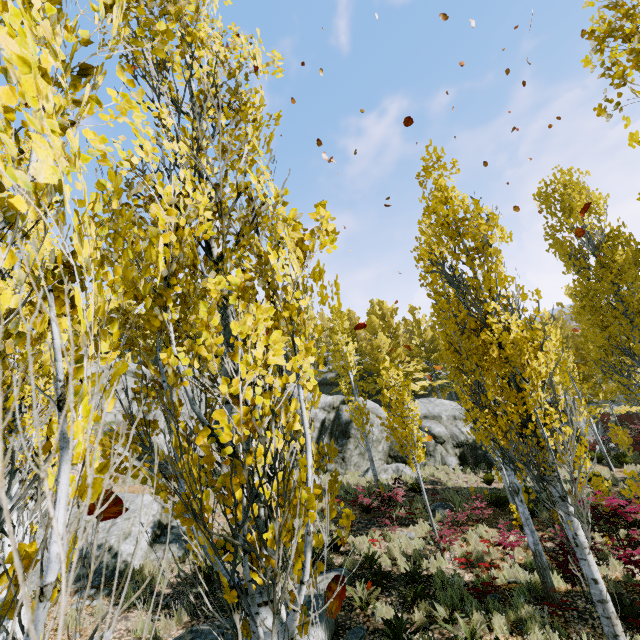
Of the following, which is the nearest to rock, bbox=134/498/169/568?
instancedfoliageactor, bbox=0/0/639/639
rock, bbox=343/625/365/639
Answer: instancedfoliageactor, bbox=0/0/639/639

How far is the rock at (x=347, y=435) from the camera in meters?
19.7 m

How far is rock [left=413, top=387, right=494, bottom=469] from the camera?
19.4m

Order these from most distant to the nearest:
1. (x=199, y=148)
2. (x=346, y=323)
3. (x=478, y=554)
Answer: (x=346, y=323), (x=478, y=554), (x=199, y=148)

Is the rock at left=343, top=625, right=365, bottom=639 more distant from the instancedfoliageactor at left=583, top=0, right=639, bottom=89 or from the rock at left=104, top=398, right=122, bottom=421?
the rock at left=104, top=398, right=122, bottom=421

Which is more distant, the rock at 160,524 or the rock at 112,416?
the rock at 112,416

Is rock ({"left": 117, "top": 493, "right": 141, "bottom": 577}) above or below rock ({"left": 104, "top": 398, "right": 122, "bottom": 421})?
below
